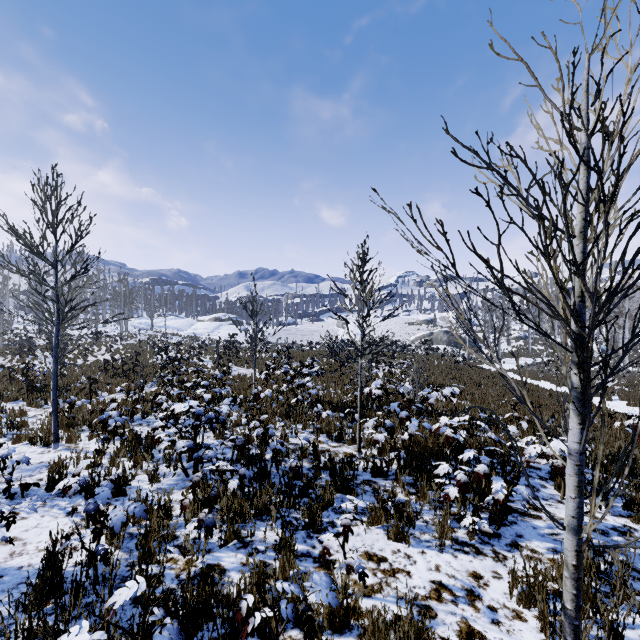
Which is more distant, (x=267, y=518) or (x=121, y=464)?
(x=121, y=464)

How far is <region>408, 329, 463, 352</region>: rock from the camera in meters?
47.9

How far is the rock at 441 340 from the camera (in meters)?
47.92
